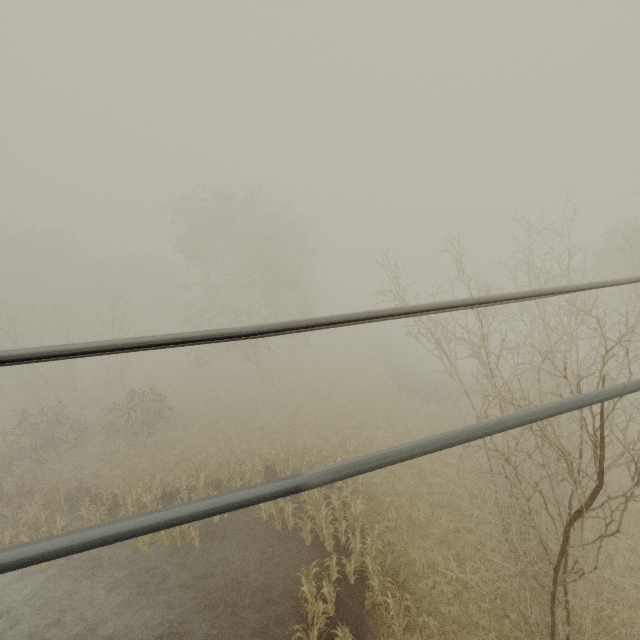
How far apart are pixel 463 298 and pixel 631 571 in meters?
15.1
